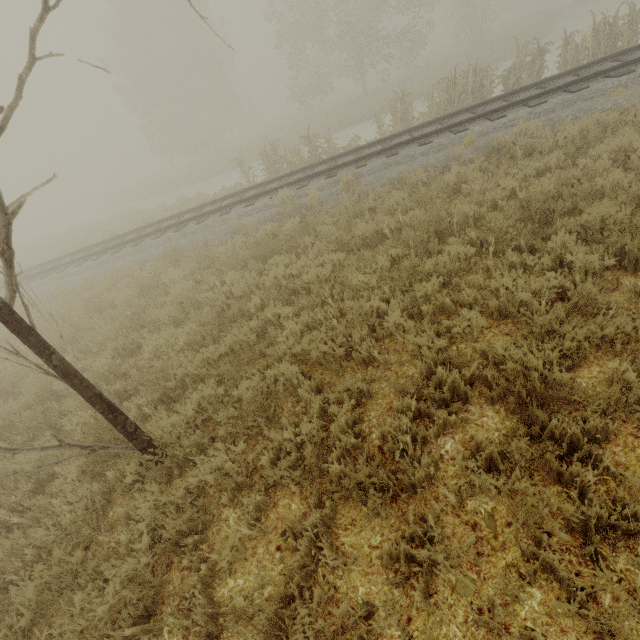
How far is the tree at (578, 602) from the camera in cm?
198

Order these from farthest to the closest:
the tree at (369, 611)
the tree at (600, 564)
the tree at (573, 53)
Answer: the tree at (573, 53) < the tree at (369, 611) < the tree at (600, 564)

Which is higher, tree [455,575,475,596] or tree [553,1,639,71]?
tree [553,1,639,71]

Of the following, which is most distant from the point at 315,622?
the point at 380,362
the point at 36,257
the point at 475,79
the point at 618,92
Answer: the point at 36,257

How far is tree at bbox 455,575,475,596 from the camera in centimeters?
210cm

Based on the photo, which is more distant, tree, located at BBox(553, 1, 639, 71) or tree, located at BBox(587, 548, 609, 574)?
tree, located at BBox(553, 1, 639, 71)
